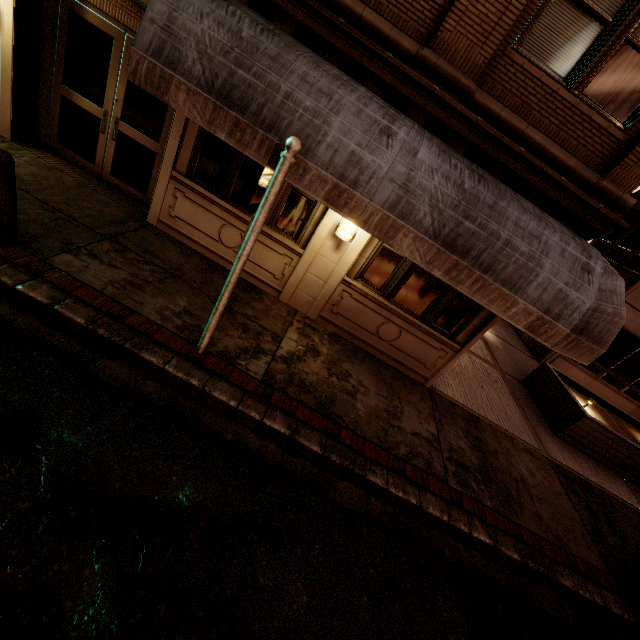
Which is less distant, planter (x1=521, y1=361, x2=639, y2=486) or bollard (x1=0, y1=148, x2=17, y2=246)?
bollard (x1=0, y1=148, x2=17, y2=246)

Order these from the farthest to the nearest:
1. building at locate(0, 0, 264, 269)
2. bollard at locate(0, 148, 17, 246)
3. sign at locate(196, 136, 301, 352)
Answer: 1. building at locate(0, 0, 264, 269)
2. bollard at locate(0, 148, 17, 246)
3. sign at locate(196, 136, 301, 352)

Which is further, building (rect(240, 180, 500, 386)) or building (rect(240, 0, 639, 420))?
building (rect(240, 180, 500, 386))

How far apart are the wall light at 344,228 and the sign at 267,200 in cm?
223

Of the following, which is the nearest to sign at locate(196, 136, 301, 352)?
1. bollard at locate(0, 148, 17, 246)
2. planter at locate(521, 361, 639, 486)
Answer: bollard at locate(0, 148, 17, 246)

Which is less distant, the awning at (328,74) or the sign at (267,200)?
the sign at (267,200)

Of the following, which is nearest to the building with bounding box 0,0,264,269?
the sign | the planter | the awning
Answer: the awning

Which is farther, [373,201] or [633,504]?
[633,504]
